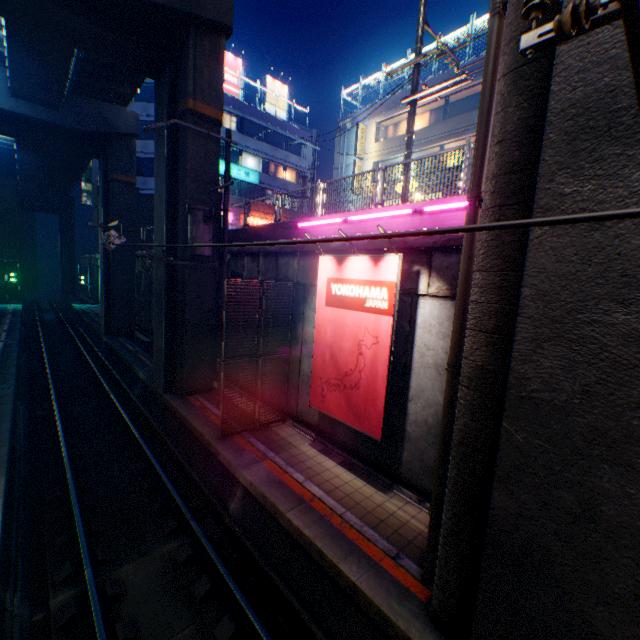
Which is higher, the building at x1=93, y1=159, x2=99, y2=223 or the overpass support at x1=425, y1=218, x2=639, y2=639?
the building at x1=93, y1=159, x2=99, y2=223

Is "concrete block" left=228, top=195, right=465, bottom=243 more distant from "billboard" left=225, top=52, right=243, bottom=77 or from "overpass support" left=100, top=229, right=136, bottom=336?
"billboard" left=225, top=52, right=243, bottom=77

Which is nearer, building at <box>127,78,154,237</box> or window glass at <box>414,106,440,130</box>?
window glass at <box>414,106,440,130</box>

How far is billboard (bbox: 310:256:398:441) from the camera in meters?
7.4 m

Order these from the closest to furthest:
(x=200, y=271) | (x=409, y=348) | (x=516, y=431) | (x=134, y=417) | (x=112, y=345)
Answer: (x=516, y=431)
(x=409, y=348)
(x=200, y=271)
(x=134, y=417)
(x=112, y=345)

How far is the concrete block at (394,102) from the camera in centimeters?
2280cm

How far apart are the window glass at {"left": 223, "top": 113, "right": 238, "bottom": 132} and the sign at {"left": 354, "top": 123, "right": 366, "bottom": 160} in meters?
13.5

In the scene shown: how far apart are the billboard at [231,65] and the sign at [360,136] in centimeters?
1544cm
